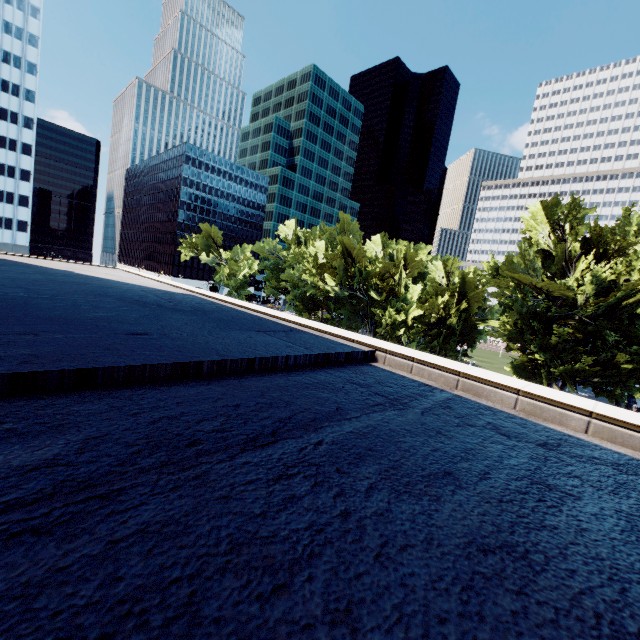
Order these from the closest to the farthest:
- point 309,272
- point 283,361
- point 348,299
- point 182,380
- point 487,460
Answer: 1. point 487,460
2. point 182,380
3. point 283,361
4. point 309,272
5. point 348,299

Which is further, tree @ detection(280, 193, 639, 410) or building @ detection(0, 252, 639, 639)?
tree @ detection(280, 193, 639, 410)

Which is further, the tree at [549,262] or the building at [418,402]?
the tree at [549,262]
